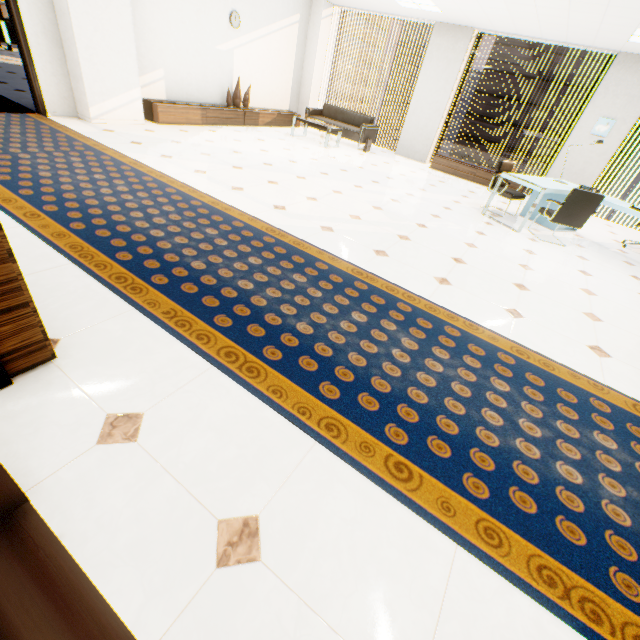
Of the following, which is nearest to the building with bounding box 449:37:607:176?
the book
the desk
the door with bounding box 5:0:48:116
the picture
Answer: the picture

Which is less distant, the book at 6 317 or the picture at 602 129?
the book at 6 317

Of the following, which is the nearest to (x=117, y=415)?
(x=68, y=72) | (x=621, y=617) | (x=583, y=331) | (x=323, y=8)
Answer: (x=621, y=617)

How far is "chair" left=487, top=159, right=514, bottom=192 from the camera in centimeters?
599cm

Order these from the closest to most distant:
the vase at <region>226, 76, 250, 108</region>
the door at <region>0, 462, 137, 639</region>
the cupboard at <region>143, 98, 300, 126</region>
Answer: the door at <region>0, 462, 137, 639</region>
the cupboard at <region>143, 98, 300, 126</region>
the vase at <region>226, 76, 250, 108</region>

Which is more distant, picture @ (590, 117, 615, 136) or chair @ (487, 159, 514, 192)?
picture @ (590, 117, 615, 136)

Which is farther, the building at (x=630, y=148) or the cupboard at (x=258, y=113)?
the building at (x=630, y=148)

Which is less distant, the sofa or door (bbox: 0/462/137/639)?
door (bbox: 0/462/137/639)
